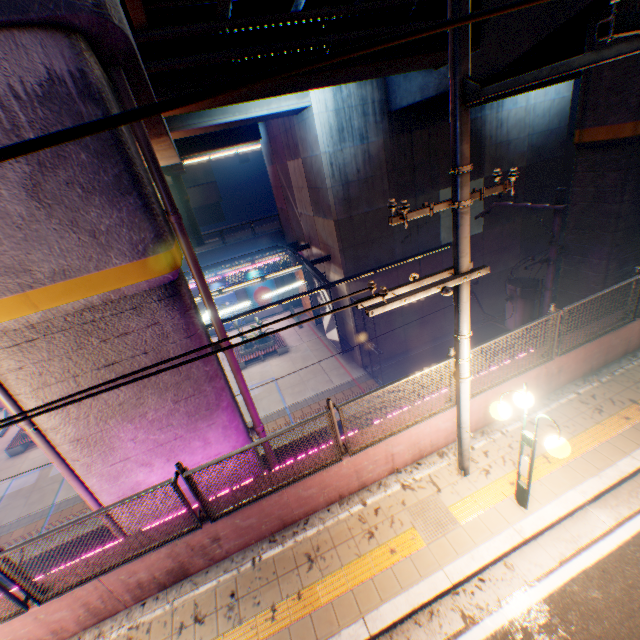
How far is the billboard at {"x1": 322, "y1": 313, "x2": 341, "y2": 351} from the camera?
18.8m

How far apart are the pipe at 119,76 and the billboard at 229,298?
20.25m

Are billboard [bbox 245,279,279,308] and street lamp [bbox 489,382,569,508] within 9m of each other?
no

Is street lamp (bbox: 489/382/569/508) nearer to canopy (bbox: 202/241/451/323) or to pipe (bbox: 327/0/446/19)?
pipe (bbox: 327/0/446/19)

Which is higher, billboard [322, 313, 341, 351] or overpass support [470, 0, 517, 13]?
overpass support [470, 0, 517, 13]

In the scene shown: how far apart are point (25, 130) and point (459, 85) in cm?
518

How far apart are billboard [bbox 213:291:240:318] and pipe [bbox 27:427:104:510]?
20.73m

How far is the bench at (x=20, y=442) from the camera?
19.1m
